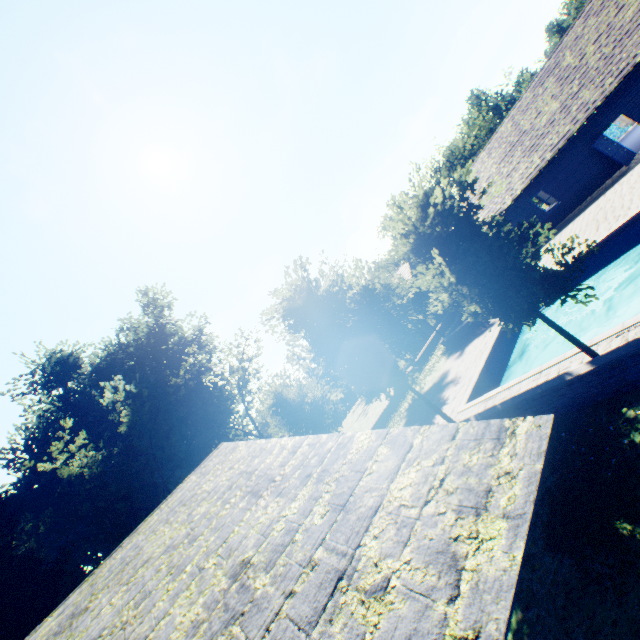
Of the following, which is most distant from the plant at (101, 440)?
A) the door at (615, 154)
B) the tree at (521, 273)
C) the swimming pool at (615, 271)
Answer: the door at (615, 154)

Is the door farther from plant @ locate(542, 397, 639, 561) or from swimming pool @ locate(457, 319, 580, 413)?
plant @ locate(542, 397, 639, 561)

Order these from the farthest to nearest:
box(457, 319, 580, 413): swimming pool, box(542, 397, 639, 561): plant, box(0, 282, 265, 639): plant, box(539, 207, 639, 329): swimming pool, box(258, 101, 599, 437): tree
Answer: box(0, 282, 265, 639): plant, box(539, 207, 639, 329): swimming pool, box(457, 319, 580, 413): swimming pool, box(258, 101, 599, 437): tree, box(542, 397, 639, 561): plant

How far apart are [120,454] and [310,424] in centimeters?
3115cm

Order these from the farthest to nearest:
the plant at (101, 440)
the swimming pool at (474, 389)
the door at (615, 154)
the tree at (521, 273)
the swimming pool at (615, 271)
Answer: the plant at (101, 440) < the door at (615, 154) < the swimming pool at (615, 271) < the swimming pool at (474, 389) < the tree at (521, 273)

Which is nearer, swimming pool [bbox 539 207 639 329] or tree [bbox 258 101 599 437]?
tree [bbox 258 101 599 437]

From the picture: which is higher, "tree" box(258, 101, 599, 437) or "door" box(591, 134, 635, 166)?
"tree" box(258, 101, 599, 437)

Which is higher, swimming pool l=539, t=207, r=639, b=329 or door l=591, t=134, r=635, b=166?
door l=591, t=134, r=635, b=166
